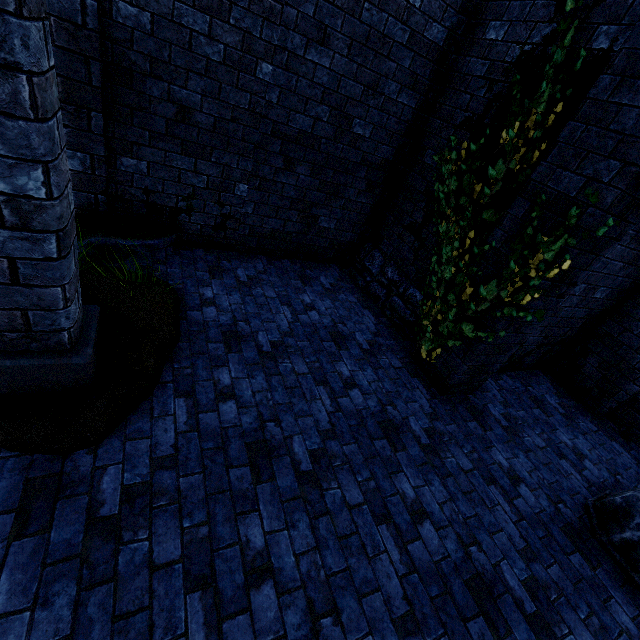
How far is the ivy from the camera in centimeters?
327cm

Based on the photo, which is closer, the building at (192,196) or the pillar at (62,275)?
the pillar at (62,275)

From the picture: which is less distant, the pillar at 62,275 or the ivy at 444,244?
the pillar at 62,275

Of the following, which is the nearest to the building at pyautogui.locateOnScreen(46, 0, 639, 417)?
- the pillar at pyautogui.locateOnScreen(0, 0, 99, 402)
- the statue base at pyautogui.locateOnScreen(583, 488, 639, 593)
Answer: the pillar at pyautogui.locateOnScreen(0, 0, 99, 402)

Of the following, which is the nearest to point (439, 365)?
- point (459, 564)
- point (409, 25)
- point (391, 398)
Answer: point (391, 398)

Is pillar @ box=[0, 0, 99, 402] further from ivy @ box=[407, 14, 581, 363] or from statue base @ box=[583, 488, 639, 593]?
statue base @ box=[583, 488, 639, 593]

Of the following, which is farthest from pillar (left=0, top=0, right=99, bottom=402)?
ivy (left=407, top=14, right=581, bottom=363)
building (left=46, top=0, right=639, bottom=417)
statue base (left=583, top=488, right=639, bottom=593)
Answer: statue base (left=583, top=488, right=639, bottom=593)

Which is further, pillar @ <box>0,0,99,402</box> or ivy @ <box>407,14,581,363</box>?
ivy @ <box>407,14,581,363</box>
